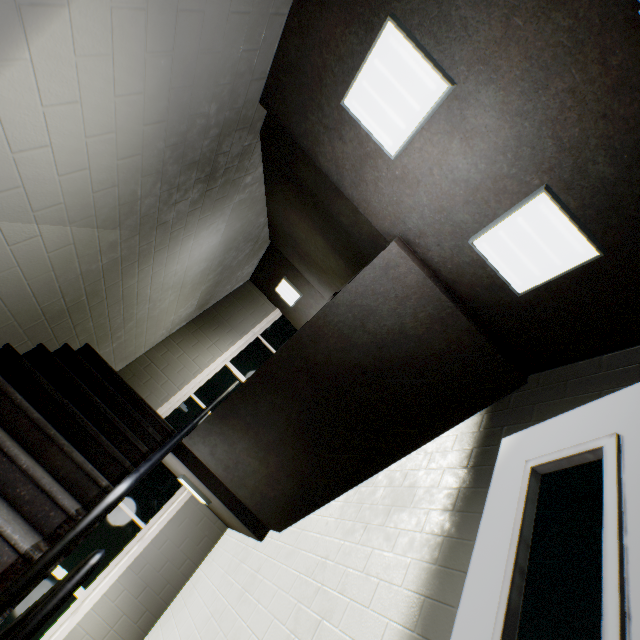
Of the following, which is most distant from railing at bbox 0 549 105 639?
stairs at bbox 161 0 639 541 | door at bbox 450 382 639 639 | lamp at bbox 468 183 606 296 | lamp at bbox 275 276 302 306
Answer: lamp at bbox 275 276 302 306

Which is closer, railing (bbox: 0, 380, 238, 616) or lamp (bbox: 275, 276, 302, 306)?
railing (bbox: 0, 380, 238, 616)

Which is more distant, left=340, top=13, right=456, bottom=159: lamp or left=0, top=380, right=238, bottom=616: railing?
left=340, top=13, right=456, bottom=159: lamp

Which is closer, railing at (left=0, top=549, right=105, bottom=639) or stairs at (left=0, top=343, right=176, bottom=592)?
railing at (left=0, top=549, right=105, bottom=639)

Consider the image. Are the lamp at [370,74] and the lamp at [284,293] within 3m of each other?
no

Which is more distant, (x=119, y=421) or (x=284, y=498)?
(x=284, y=498)

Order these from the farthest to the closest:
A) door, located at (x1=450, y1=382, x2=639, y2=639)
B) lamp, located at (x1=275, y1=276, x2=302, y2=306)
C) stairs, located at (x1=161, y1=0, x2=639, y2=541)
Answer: lamp, located at (x1=275, y1=276, x2=302, y2=306) < stairs, located at (x1=161, y1=0, x2=639, y2=541) < door, located at (x1=450, y1=382, x2=639, y2=639)

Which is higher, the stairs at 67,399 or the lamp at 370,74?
the lamp at 370,74
